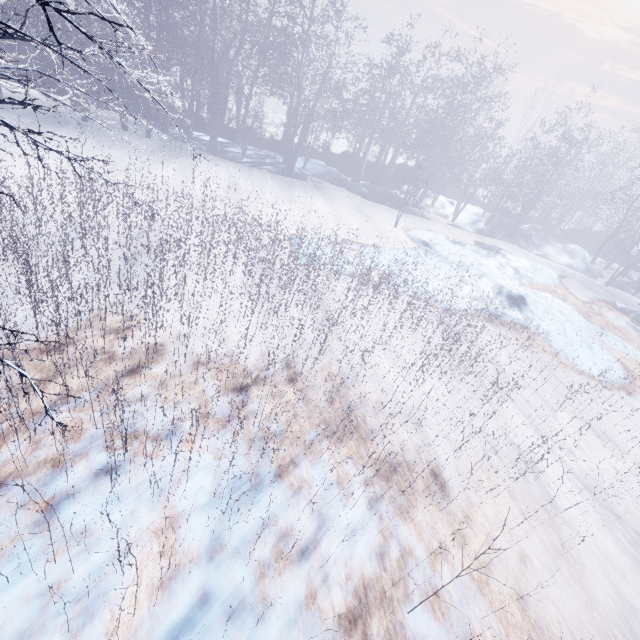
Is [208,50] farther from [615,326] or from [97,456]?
[615,326]
